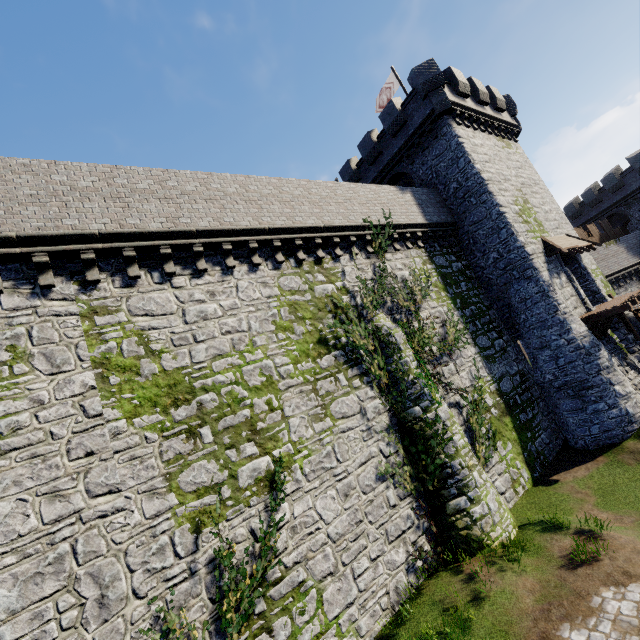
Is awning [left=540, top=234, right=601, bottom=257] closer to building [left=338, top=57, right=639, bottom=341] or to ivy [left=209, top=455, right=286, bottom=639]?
building [left=338, top=57, right=639, bottom=341]

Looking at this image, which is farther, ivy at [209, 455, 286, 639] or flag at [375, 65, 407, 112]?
flag at [375, 65, 407, 112]

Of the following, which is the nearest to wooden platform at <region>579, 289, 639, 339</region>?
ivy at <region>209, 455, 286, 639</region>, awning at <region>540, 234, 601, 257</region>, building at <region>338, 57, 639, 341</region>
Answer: building at <region>338, 57, 639, 341</region>

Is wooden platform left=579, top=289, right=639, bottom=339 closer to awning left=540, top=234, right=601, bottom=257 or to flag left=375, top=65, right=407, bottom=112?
awning left=540, top=234, right=601, bottom=257

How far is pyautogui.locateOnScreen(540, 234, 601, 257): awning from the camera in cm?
1792

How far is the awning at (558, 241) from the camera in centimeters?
1792cm

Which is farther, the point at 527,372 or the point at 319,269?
the point at 527,372

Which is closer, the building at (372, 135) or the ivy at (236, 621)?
the ivy at (236, 621)
